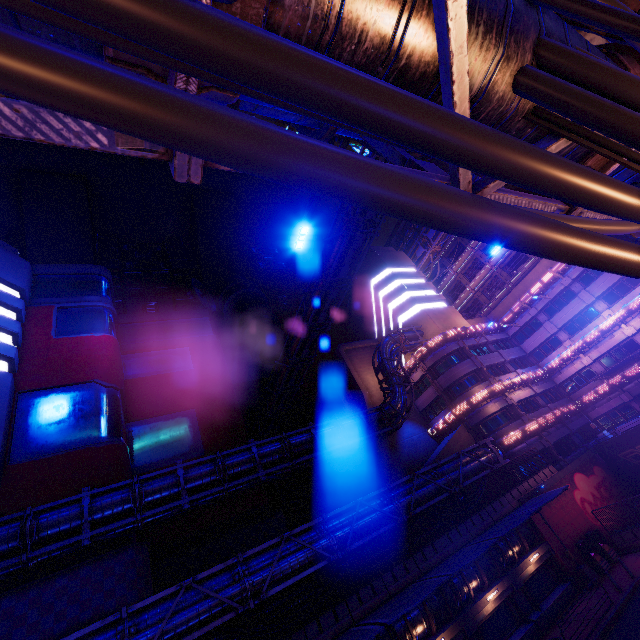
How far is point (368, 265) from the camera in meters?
48.4 m

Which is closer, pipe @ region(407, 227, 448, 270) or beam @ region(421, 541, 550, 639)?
beam @ region(421, 541, 550, 639)

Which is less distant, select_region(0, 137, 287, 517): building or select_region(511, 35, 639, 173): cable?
select_region(511, 35, 639, 173): cable

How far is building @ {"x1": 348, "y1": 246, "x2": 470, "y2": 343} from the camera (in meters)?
41.88

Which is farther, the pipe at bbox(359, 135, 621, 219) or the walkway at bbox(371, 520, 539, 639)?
the walkway at bbox(371, 520, 539, 639)

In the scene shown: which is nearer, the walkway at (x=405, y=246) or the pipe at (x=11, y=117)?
the pipe at (x=11, y=117)

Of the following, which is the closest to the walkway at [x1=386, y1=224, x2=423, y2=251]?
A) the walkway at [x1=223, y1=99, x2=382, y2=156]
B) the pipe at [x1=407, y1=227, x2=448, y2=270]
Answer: the pipe at [x1=407, y1=227, x2=448, y2=270]

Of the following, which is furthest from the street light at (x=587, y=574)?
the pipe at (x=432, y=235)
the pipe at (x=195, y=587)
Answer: the pipe at (x=432, y=235)
